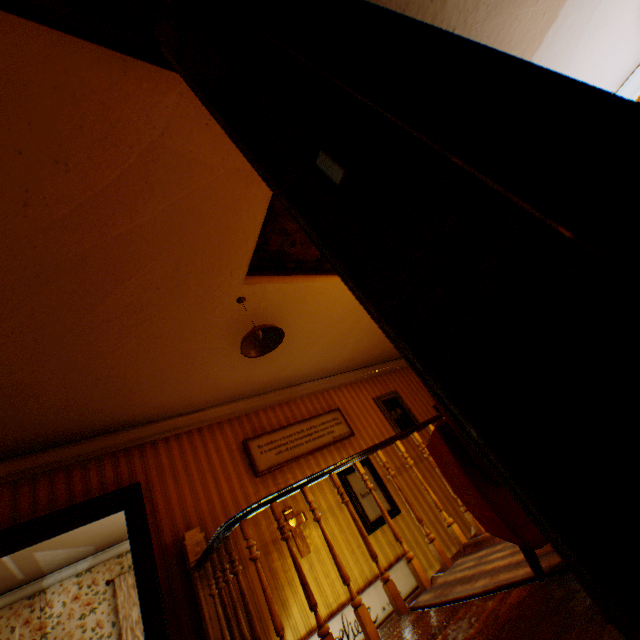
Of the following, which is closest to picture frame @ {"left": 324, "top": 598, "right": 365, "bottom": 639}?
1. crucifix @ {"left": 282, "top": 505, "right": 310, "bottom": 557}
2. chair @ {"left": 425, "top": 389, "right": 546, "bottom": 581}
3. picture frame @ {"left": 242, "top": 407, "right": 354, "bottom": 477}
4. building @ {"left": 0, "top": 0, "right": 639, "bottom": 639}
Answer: building @ {"left": 0, "top": 0, "right": 639, "bottom": 639}

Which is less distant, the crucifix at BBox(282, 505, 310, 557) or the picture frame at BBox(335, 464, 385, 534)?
the crucifix at BBox(282, 505, 310, 557)

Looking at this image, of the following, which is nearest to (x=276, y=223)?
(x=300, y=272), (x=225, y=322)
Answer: (x=300, y=272)

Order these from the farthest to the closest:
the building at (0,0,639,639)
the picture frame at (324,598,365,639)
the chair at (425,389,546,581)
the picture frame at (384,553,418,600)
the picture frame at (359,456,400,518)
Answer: the picture frame at (359,456,400,518)
the picture frame at (384,553,418,600)
the picture frame at (324,598,365,639)
the chair at (425,389,546,581)
the building at (0,0,639,639)

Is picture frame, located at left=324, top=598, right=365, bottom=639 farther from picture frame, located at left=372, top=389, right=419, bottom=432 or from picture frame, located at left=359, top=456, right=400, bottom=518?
picture frame, located at left=372, top=389, right=419, bottom=432

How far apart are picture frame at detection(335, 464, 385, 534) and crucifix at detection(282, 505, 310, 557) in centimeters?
80cm

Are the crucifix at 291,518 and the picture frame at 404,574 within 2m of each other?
yes

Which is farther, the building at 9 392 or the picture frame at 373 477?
the picture frame at 373 477
